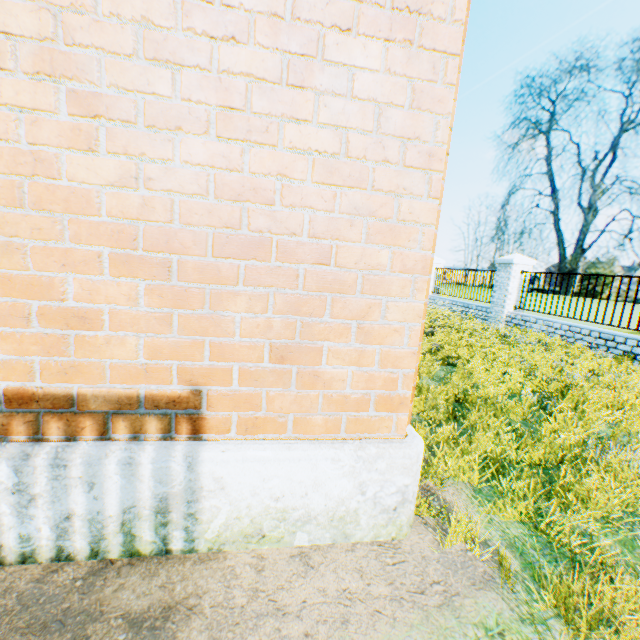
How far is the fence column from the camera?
10.7m

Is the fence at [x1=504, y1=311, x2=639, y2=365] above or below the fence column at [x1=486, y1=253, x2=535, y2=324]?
below

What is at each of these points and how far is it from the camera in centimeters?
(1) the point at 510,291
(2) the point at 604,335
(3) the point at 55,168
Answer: (1) fence column, 1083cm
(2) fence, 775cm
(3) building, 140cm

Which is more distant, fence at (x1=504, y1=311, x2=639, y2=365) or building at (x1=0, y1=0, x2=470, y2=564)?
fence at (x1=504, y1=311, x2=639, y2=365)

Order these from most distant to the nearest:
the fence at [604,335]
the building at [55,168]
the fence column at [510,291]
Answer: the fence column at [510,291] < the fence at [604,335] < the building at [55,168]

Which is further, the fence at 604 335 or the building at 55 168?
the fence at 604 335

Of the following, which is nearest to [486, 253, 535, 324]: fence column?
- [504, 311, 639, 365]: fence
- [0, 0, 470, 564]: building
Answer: [504, 311, 639, 365]: fence

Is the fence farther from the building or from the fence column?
the building
